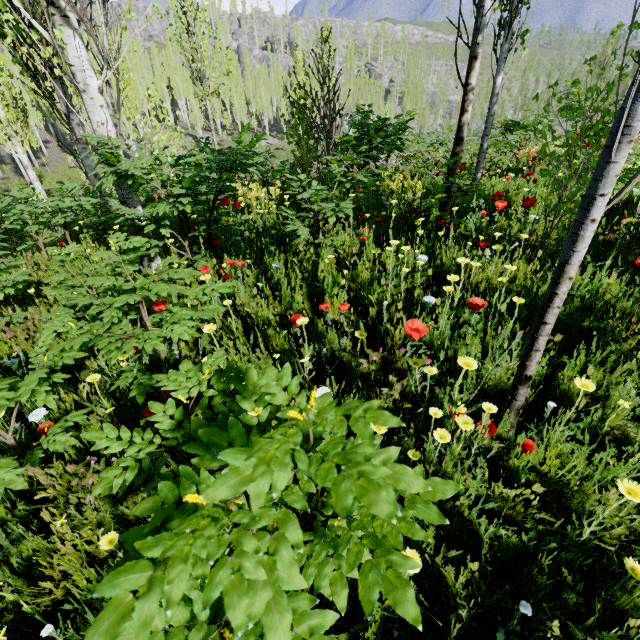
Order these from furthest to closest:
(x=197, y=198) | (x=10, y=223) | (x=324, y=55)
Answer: (x=324, y=55), (x=10, y=223), (x=197, y=198)

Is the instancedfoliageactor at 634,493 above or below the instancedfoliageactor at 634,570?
above

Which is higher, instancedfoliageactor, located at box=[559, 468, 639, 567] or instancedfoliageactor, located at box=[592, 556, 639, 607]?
instancedfoliageactor, located at box=[559, 468, 639, 567]
